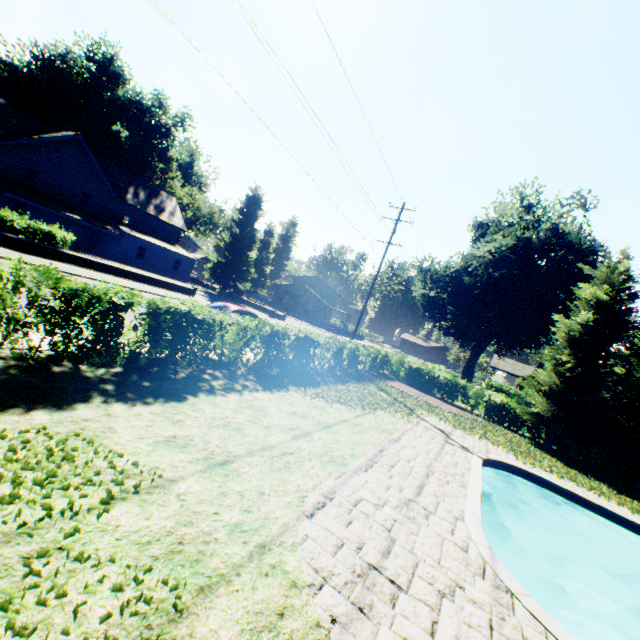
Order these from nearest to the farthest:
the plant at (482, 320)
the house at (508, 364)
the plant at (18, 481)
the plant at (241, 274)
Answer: the plant at (18, 481)
the plant at (482, 320)
the plant at (241, 274)
the house at (508, 364)

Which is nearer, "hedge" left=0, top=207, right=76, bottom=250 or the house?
"hedge" left=0, top=207, right=76, bottom=250

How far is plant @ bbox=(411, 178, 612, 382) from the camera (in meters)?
31.78

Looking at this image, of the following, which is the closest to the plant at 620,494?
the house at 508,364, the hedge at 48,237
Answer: the house at 508,364

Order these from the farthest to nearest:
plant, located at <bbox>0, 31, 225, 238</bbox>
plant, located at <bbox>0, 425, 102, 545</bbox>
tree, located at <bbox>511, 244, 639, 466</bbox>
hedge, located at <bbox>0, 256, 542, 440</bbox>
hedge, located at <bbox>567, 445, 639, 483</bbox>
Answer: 1. plant, located at <bbox>0, 31, 225, 238</bbox>
2. hedge, located at <bbox>567, 445, 639, 483</bbox>
3. tree, located at <bbox>511, 244, 639, 466</bbox>
4. hedge, located at <bbox>0, 256, 542, 440</bbox>
5. plant, located at <bbox>0, 425, 102, 545</bbox>

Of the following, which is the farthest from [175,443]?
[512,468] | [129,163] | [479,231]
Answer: [129,163]

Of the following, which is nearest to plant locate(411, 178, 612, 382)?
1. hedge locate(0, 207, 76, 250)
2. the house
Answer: the house
